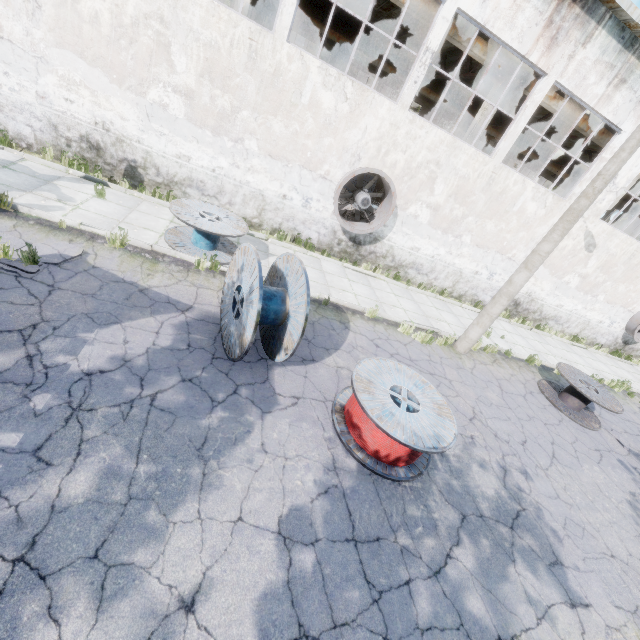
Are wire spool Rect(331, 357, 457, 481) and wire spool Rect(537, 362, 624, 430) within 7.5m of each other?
yes

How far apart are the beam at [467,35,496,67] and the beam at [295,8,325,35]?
11.8 meters

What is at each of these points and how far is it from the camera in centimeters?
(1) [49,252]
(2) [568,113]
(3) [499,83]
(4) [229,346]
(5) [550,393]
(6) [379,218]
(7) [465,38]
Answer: (1) asphalt debris, 626cm
(2) beam, 1360cm
(3) column, 1271cm
(4) wire spool, 586cm
(5) wire spool, 1064cm
(6) fan, 1180cm
(7) beam, 1162cm

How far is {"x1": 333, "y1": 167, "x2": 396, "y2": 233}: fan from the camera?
10.66m

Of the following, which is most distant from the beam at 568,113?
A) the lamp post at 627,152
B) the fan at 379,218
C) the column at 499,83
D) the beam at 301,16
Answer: the beam at 301,16

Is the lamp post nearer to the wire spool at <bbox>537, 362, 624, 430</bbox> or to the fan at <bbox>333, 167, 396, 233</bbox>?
the wire spool at <bbox>537, 362, 624, 430</bbox>

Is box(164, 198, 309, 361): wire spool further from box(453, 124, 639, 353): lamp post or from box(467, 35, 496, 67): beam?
box(467, 35, 496, 67): beam

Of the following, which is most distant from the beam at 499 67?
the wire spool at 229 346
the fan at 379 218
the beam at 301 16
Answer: the beam at 301 16
